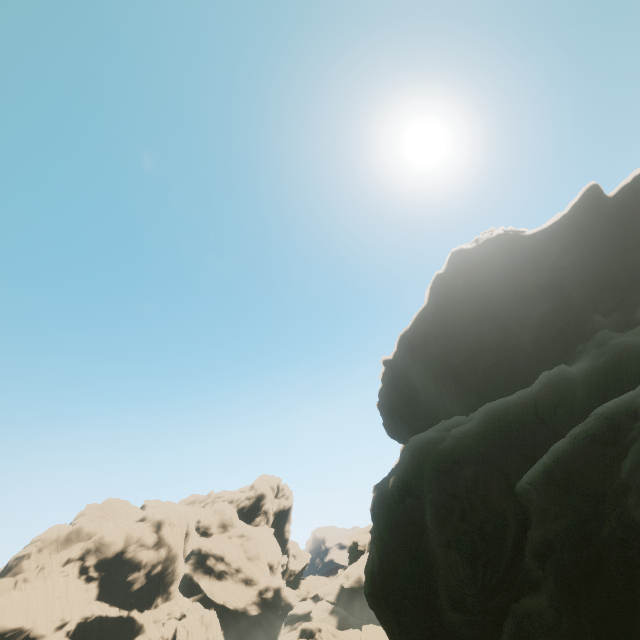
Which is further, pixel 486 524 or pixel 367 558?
pixel 367 558

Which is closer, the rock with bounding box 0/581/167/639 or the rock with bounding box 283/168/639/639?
the rock with bounding box 283/168/639/639

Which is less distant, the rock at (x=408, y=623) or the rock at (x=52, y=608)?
the rock at (x=408, y=623)
